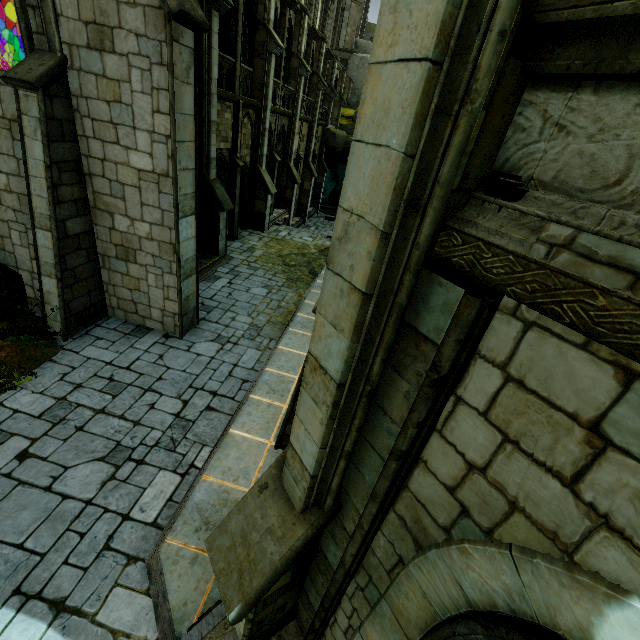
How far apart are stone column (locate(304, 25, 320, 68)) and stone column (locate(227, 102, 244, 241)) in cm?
1125

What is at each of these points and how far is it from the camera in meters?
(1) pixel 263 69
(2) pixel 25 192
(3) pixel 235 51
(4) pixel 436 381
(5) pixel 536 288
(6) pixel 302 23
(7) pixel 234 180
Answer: (1) building, 16.2 m
(2) building, 7.8 m
(3) stone column, 13.7 m
(4) stone column, 1.8 m
(5) wall trim, 1.3 m
(6) building, 19.8 m
(7) stone column, 16.2 m

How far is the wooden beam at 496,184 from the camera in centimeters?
150cm

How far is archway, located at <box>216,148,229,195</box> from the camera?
14.8 meters

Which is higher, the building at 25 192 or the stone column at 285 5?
the stone column at 285 5

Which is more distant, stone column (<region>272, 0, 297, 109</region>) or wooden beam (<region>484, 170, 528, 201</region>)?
stone column (<region>272, 0, 297, 109</region>)

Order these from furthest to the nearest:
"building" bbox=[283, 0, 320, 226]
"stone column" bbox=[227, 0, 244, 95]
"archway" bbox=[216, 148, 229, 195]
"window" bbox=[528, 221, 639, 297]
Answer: "building" bbox=[283, 0, 320, 226], "archway" bbox=[216, 148, 229, 195], "stone column" bbox=[227, 0, 244, 95], "window" bbox=[528, 221, 639, 297]

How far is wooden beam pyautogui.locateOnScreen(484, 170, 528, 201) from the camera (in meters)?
1.50
